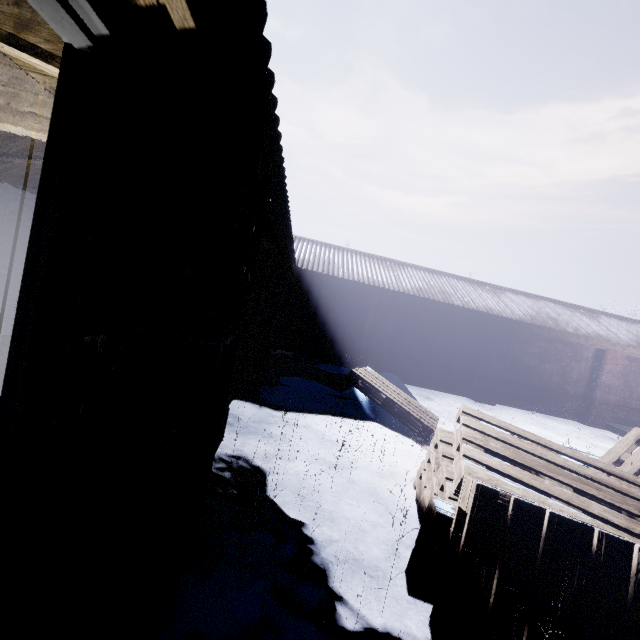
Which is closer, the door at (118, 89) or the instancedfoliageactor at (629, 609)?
the door at (118, 89)

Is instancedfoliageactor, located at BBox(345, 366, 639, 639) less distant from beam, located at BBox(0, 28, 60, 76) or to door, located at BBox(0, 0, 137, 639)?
door, located at BBox(0, 0, 137, 639)

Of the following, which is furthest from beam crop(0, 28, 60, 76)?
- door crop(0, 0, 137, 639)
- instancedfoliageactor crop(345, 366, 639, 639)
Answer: instancedfoliageactor crop(345, 366, 639, 639)

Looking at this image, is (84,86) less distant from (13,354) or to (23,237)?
(13,354)

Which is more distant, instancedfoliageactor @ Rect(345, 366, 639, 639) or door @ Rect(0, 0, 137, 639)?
instancedfoliageactor @ Rect(345, 366, 639, 639)

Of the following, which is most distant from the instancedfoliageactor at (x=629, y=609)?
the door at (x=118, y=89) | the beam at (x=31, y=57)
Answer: the beam at (x=31, y=57)
